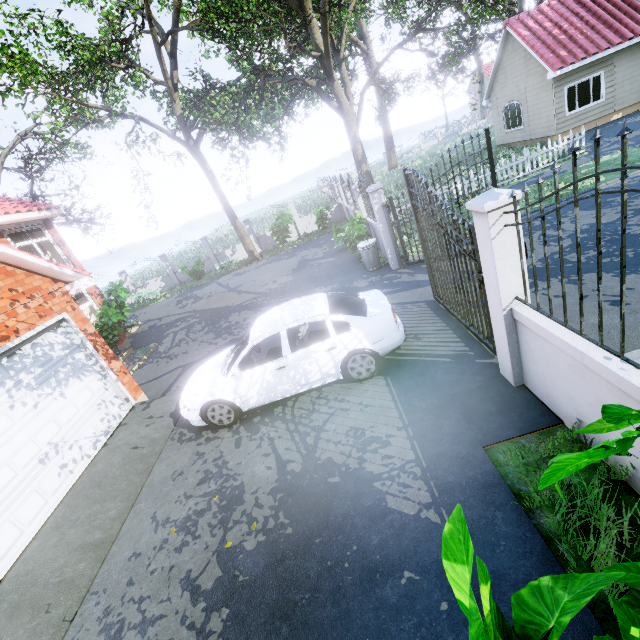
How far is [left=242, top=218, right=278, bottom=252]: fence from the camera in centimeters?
2209cm

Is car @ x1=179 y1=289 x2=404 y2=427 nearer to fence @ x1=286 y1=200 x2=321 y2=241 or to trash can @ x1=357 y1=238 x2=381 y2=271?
fence @ x1=286 y1=200 x2=321 y2=241

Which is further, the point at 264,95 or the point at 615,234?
the point at 264,95

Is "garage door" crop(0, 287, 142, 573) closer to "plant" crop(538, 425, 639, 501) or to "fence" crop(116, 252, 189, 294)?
"plant" crop(538, 425, 639, 501)

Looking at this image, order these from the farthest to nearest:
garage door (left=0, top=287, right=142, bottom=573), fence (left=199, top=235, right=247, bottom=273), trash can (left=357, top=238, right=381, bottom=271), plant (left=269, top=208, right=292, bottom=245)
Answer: fence (left=199, top=235, right=247, bottom=273), plant (left=269, top=208, right=292, bottom=245), trash can (left=357, top=238, right=381, bottom=271), garage door (left=0, top=287, right=142, bottom=573)

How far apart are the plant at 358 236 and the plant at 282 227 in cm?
773

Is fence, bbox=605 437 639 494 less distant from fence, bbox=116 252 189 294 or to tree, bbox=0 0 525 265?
tree, bbox=0 0 525 265

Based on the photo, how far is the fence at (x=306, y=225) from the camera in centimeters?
2181cm
